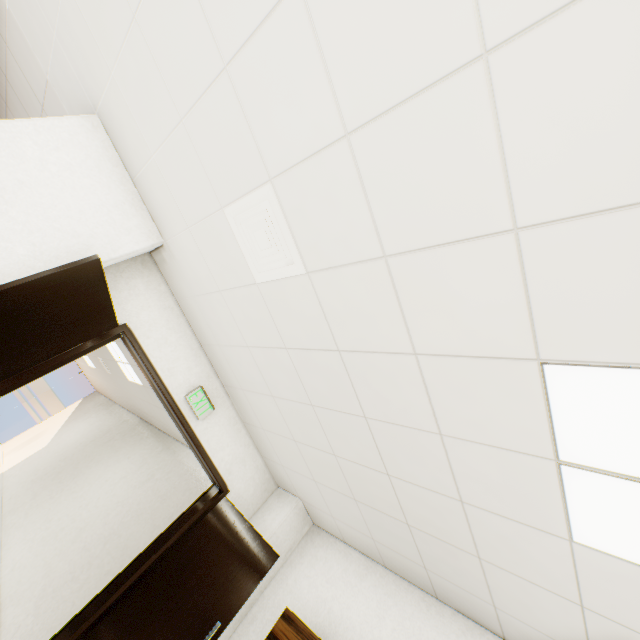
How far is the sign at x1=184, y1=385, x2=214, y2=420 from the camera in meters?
3.1

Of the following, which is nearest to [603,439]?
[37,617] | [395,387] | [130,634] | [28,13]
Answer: [395,387]

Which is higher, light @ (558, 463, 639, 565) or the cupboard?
light @ (558, 463, 639, 565)

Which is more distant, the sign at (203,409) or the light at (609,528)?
the sign at (203,409)

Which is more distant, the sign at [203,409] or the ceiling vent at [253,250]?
the sign at [203,409]

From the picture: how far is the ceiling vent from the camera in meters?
1.7

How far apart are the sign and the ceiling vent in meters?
1.7 m

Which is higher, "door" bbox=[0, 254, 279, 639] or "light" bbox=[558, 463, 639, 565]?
"light" bbox=[558, 463, 639, 565]
